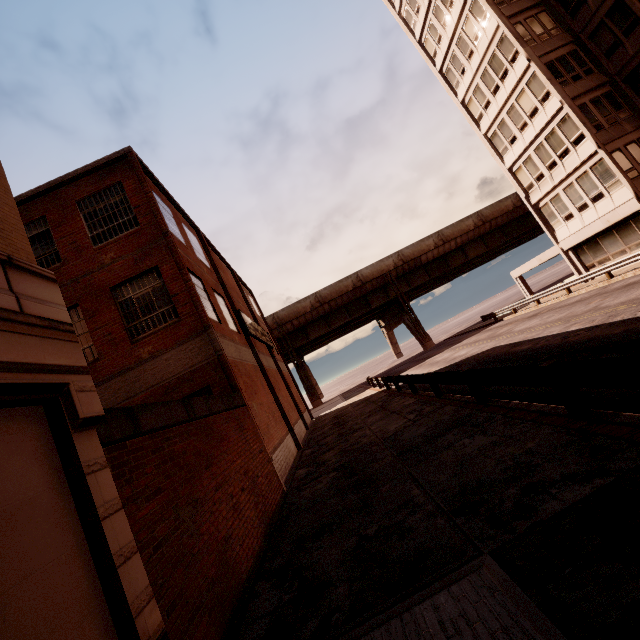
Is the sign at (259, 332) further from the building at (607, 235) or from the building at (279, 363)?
the building at (607, 235)

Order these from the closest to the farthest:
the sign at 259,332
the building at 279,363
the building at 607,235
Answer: the building at 279,363
the sign at 259,332
the building at 607,235

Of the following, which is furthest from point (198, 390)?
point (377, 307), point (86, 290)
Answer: point (377, 307)

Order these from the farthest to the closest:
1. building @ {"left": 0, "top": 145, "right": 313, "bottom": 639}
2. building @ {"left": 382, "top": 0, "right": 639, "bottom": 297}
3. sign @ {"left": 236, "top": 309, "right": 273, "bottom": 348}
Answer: building @ {"left": 382, "top": 0, "right": 639, "bottom": 297}, sign @ {"left": 236, "top": 309, "right": 273, "bottom": 348}, building @ {"left": 0, "top": 145, "right": 313, "bottom": 639}

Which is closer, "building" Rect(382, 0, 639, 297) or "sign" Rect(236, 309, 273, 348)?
"sign" Rect(236, 309, 273, 348)

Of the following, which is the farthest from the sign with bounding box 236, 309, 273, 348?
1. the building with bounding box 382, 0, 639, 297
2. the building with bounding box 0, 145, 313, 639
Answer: the building with bounding box 382, 0, 639, 297

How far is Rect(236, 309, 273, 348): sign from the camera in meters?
17.9 m

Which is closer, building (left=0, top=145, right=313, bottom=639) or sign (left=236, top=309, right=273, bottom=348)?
building (left=0, top=145, right=313, bottom=639)
